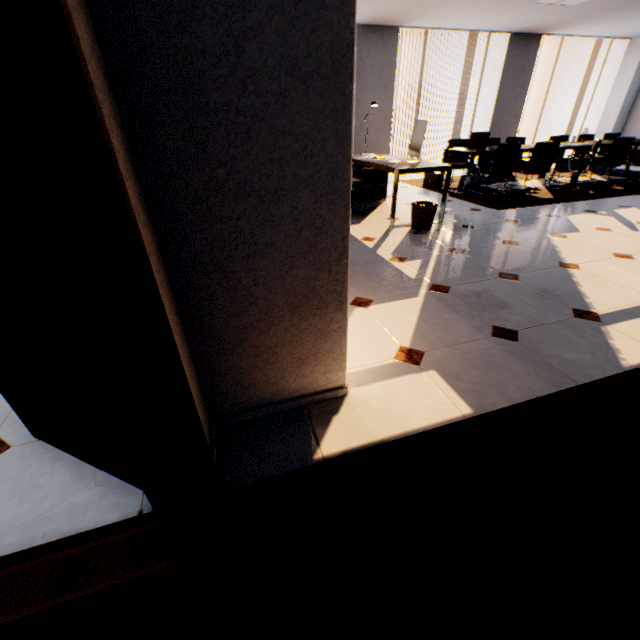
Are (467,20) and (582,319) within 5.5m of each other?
no

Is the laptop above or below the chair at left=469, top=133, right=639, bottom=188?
above

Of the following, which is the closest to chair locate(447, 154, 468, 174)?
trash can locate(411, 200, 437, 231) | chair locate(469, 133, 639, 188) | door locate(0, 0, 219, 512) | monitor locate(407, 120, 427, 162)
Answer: chair locate(469, 133, 639, 188)

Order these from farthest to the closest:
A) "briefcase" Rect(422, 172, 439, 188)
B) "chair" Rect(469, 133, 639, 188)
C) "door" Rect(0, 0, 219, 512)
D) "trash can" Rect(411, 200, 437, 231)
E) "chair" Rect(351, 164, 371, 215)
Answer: "briefcase" Rect(422, 172, 439, 188) < "chair" Rect(469, 133, 639, 188) < "chair" Rect(351, 164, 371, 215) < "trash can" Rect(411, 200, 437, 231) < "door" Rect(0, 0, 219, 512)

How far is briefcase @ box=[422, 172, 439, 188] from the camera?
6.71m

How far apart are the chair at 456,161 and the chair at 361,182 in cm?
298

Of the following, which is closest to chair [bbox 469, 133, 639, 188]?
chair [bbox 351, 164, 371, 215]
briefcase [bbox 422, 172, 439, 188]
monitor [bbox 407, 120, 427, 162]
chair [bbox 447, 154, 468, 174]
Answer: chair [bbox 447, 154, 468, 174]

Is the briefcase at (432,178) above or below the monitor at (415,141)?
below
